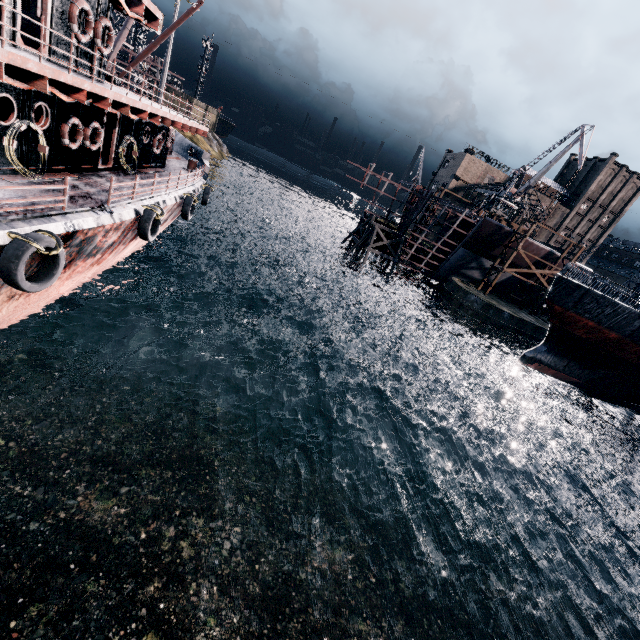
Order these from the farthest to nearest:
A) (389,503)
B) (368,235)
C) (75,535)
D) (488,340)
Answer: (368,235) → (488,340) → (389,503) → (75,535)

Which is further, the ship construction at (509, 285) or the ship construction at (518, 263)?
the ship construction at (509, 285)

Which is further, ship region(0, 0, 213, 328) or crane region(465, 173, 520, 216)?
crane region(465, 173, 520, 216)

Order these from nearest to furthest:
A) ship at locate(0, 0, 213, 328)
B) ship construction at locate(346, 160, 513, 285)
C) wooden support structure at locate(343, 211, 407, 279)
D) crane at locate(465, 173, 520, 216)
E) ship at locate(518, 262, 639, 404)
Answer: ship at locate(0, 0, 213, 328), ship at locate(518, 262, 639, 404), crane at locate(465, 173, 520, 216), ship construction at locate(346, 160, 513, 285), wooden support structure at locate(343, 211, 407, 279)

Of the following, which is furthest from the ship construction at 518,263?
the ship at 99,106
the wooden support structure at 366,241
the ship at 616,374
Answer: the ship at 99,106

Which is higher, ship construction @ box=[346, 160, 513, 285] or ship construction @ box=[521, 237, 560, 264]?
ship construction @ box=[521, 237, 560, 264]

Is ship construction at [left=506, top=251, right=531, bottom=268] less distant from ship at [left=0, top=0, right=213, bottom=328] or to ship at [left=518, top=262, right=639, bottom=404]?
ship at [left=518, top=262, right=639, bottom=404]

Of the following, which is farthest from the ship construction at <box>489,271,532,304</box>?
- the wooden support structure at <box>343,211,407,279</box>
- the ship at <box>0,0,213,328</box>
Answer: the ship at <box>0,0,213,328</box>
